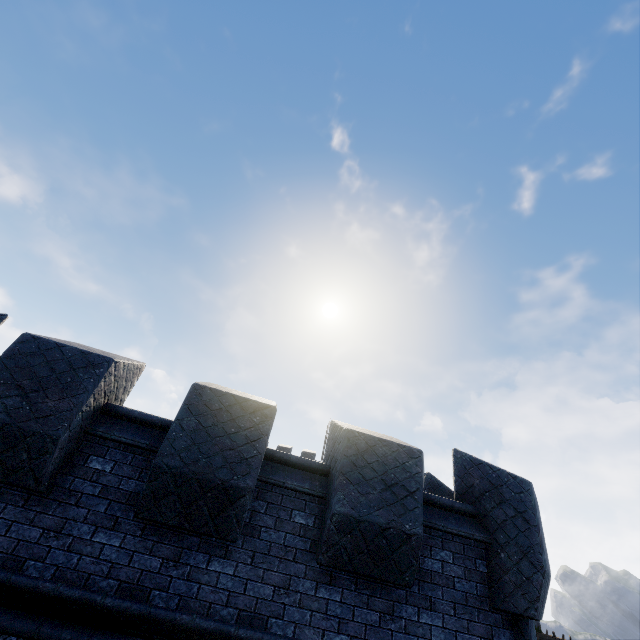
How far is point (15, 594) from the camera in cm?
364
